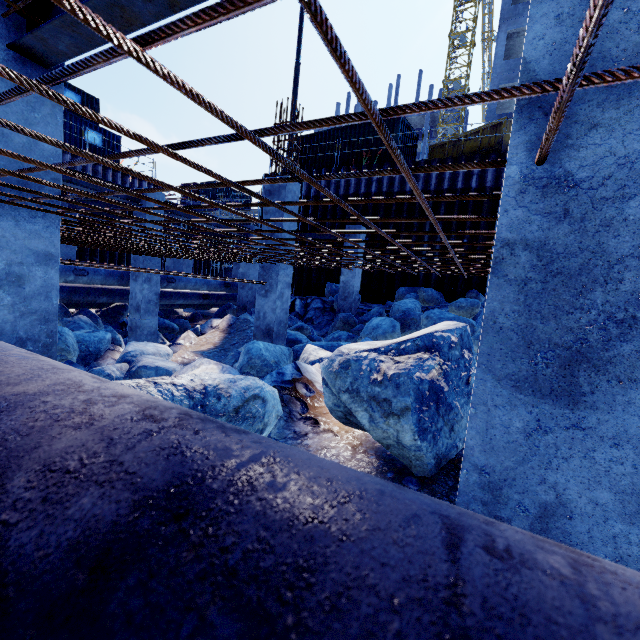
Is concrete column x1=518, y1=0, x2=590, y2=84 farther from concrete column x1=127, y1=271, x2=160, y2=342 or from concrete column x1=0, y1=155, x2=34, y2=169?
concrete column x1=127, y1=271, x2=160, y2=342

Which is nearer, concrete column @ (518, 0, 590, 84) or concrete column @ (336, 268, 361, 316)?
concrete column @ (518, 0, 590, 84)

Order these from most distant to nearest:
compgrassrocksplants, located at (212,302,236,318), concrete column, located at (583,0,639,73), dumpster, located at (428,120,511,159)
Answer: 1. compgrassrocksplants, located at (212,302,236,318)
2. dumpster, located at (428,120,511,159)
3. concrete column, located at (583,0,639,73)

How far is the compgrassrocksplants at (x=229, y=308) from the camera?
15.01m

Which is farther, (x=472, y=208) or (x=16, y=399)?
(x=472, y=208)

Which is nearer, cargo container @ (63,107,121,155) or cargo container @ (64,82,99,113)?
cargo container @ (63,107,121,155)

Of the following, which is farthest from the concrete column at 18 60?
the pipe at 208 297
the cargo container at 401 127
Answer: the cargo container at 401 127

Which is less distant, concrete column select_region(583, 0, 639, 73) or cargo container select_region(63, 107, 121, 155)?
concrete column select_region(583, 0, 639, 73)
